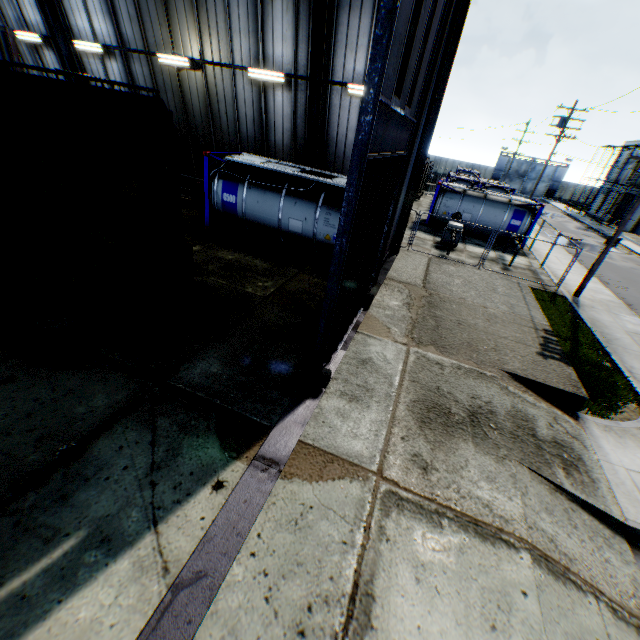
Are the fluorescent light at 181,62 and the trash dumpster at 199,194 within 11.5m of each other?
yes

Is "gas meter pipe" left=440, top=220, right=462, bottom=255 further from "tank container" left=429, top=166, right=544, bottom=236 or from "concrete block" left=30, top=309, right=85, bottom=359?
"concrete block" left=30, top=309, right=85, bottom=359

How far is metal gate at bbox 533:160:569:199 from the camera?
56.82m

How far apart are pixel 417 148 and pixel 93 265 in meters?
11.4

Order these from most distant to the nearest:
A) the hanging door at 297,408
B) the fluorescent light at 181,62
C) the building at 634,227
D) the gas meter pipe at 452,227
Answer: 1. the building at 634,227
2. the gas meter pipe at 452,227
3. the fluorescent light at 181,62
4. the hanging door at 297,408

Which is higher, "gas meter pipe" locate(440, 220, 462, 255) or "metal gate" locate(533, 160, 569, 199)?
"metal gate" locate(533, 160, 569, 199)

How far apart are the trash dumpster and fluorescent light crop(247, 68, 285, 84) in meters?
4.6

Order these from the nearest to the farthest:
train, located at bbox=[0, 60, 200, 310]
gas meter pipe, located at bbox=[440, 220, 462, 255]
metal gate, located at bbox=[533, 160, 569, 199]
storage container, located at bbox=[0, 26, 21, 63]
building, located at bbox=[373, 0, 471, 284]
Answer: train, located at bbox=[0, 60, 200, 310] < building, located at bbox=[373, 0, 471, 284] < storage container, located at bbox=[0, 26, 21, 63] < gas meter pipe, located at bbox=[440, 220, 462, 255] < metal gate, located at bbox=[533, 160, 569, 199]
